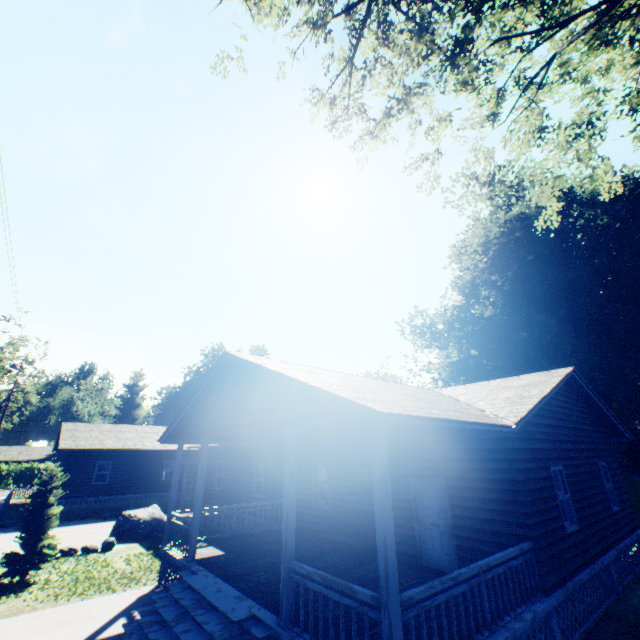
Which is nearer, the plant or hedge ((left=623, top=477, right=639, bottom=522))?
hedge ((left=623, top=477, right=639, bottom=522))

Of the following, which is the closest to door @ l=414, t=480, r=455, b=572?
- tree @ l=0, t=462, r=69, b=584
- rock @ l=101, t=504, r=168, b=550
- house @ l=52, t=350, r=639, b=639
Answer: house @ l=52, t=350, r=639, b=639

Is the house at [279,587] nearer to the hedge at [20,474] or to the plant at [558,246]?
the plant at [558,246]

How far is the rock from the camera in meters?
16.1

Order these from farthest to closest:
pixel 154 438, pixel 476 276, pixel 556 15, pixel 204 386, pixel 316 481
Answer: pixel 154 438, pixel 476 276, pixel 316 481, pixel 204 386, pixel 556 15

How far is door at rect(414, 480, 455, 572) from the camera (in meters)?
8.69

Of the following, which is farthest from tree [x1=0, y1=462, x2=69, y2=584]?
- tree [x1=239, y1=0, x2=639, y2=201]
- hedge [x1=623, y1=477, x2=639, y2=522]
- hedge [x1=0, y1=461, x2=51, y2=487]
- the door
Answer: hedge [x1=0, y1=461, x2=51, y2=487]

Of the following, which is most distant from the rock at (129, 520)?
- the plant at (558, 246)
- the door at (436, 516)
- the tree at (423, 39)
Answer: the tree at (423, 39)
